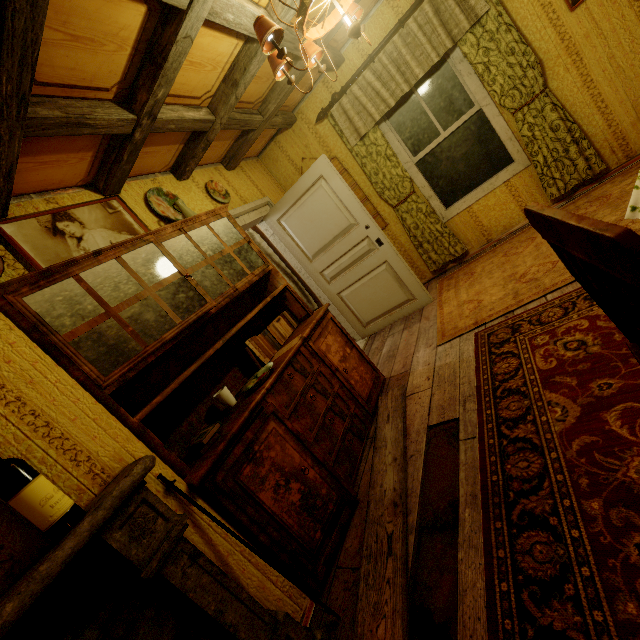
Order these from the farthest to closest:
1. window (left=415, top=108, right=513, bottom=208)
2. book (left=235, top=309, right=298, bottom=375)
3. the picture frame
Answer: window (left=415, top=108, right=513, bottom=208), book (left=235, top=309, right=298, bottom=375), the picture frame

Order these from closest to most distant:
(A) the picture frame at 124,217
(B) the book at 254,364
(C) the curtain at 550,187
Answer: (A) the picture frame at 124,217
(B) the book at 254,364
(C) the curtain at 550,187

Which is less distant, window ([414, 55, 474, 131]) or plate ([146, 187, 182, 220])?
plate ([146, 187, 182, 220])

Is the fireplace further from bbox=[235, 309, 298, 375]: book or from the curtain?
the curtain

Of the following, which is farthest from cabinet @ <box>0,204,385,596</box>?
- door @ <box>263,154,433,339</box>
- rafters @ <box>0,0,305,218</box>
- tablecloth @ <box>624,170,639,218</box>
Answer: tablecloth @ <box>624,170,639,218</box>

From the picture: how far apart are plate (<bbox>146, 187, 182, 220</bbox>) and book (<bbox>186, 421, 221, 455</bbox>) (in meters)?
1.93

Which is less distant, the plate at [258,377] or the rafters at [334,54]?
the plate at [258,377]

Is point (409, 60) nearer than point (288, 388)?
No
